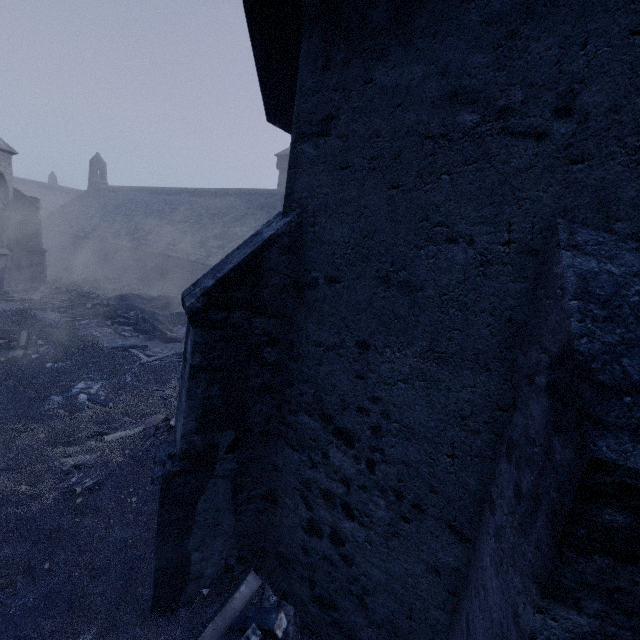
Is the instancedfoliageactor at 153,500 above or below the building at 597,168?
below

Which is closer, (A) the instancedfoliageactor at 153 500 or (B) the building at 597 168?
(B) the building at 597 168

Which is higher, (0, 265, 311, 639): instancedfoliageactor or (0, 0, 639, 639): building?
(0, 0, 639, 639): building

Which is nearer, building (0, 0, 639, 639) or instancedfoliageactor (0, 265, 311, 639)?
building (0, 0, 639, 639)

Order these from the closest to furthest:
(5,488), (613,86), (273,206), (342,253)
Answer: (613,86)
(342,253)
(5,488)
(273,206)
